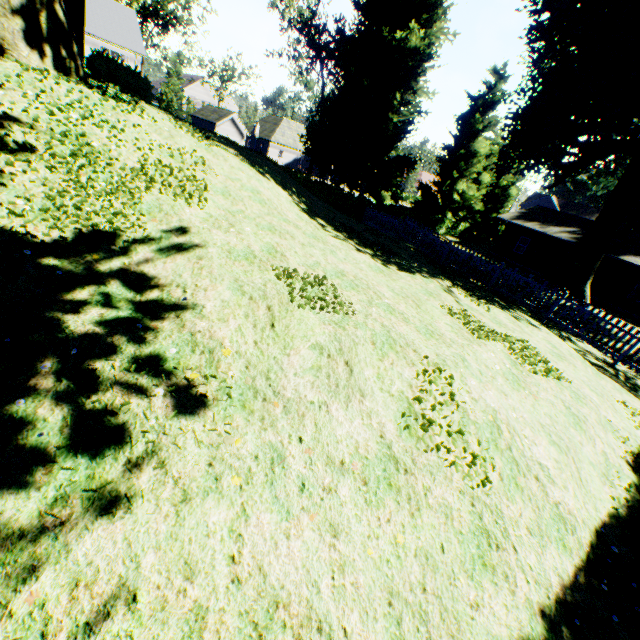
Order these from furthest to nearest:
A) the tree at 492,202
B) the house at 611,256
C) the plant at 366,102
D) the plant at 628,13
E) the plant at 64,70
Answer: the tree at 492,202 < the plant at 366,102 < the house at 611,256 < the plant at 628,13 < the plant at 64,70

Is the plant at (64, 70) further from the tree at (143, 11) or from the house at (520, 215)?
the house at (520, 215)

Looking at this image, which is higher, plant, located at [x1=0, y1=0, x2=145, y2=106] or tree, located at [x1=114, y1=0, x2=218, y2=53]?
tree, located at [x1=114, y1=0, x2=218, y2=53]

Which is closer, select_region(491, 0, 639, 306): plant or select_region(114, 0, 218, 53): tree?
select_region(491, 0, 639, 306): plant

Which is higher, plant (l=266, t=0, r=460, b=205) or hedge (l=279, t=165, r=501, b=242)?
plant (l=266, t=0, r=460, b=205)

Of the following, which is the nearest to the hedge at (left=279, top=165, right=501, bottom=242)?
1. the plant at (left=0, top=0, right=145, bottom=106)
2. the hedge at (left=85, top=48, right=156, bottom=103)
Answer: the plant at (left=0, top=0, right=145, bottom=106)

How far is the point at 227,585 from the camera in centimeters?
270cm

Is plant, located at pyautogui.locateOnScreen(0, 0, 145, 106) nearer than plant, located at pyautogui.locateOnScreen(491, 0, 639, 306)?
Yes
